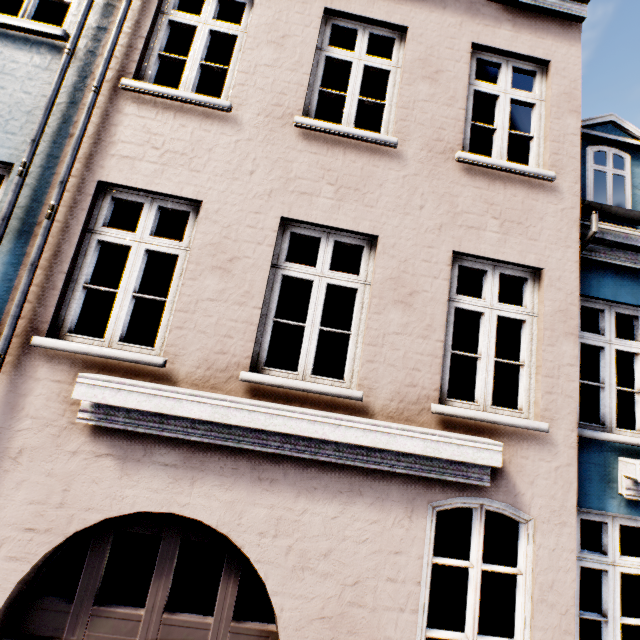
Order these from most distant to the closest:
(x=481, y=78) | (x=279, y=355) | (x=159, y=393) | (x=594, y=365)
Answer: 1. (x=594, y=365)
2. (x=279, y=355)
3. (x=481, y=78)
4. (x=159, y=393)
